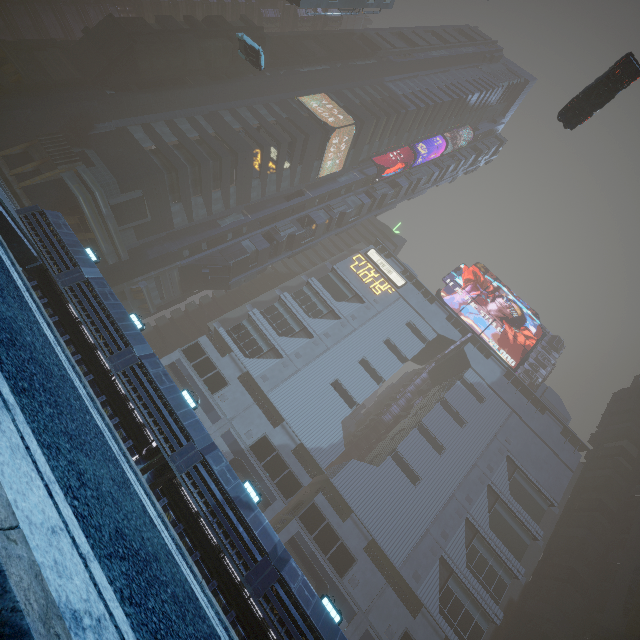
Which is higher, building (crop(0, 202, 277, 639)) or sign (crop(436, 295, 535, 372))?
sign (crop(436, 295, 535, 372))

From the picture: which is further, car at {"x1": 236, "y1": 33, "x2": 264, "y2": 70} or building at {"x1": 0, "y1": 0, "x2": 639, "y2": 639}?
car at {"x1": 236, "y1": 33, "x2": 264, "y2": 70}

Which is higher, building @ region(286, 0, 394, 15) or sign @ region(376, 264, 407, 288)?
sign @ region(376, 264, 407, 288)

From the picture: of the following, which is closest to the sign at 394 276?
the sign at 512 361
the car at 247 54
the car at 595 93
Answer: the sign at 512 361

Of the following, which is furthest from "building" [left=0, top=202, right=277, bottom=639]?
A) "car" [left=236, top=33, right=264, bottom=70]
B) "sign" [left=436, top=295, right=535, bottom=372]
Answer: "car" [left=236, top=33, right=264, bottom=70]

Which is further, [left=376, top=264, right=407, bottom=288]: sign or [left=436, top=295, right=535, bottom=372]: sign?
[left=376, top=264, right=407, bottom=288]: sign

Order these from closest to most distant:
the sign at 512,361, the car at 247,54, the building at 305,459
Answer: the building at 305,459 < the car at 247,54 < the sign at 512,361

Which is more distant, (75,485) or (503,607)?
(503,607)
